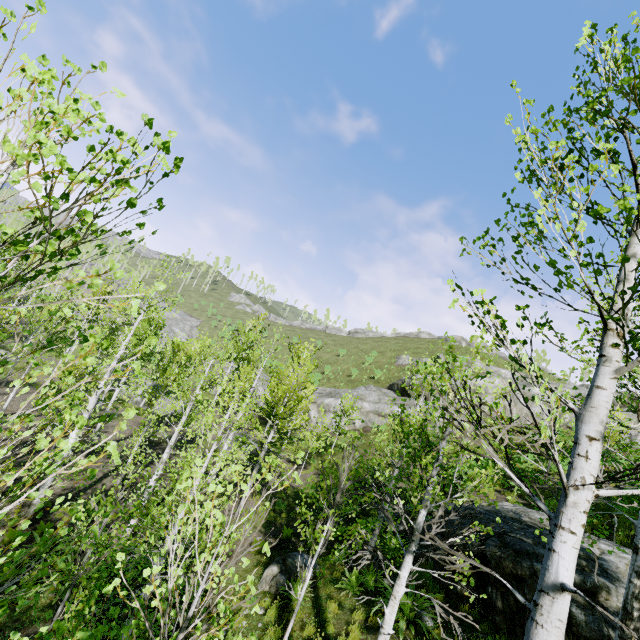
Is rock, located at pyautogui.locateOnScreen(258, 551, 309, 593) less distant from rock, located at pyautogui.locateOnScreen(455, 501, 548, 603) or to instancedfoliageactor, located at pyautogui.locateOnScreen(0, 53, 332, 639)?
instancedfoliageactor, located at pyautogui.locateOnScreen(0, 53, 332, 639)

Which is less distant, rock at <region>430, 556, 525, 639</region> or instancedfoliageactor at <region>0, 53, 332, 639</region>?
instancedfoliageactor at <region>0, 53, 332, 639</region>

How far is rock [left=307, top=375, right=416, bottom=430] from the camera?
27.9 meters

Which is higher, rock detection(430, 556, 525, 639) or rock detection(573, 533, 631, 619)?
rock detection(573, 533, 631, 619)

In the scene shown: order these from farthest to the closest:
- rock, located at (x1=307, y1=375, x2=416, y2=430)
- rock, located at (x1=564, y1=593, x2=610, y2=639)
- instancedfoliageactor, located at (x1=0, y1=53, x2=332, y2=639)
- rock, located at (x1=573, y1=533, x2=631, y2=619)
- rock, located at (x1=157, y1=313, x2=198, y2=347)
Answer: rock, located at (x1=157, y1=313, x2=198, y2=347) → rock, located at (x1=307, y1=375, x2=416, y2=430) → rock, located at (x1=573, y1=533, x2=631, y2=619) → rock, located at (x1=564, y1=593, x2=610, y2=639) → instancedfoliageactor, located at (x1=0, y1=53, x2=332, y2=639)

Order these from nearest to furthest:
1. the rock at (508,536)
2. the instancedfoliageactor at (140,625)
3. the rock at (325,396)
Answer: the instancedfoliageactor at (140,625)
the rock at (508,536)
the rock at (325,396)

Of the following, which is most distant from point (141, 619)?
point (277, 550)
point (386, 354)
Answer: point (386, 354)

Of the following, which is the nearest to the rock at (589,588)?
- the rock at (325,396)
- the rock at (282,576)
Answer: the rock at (282,576)
